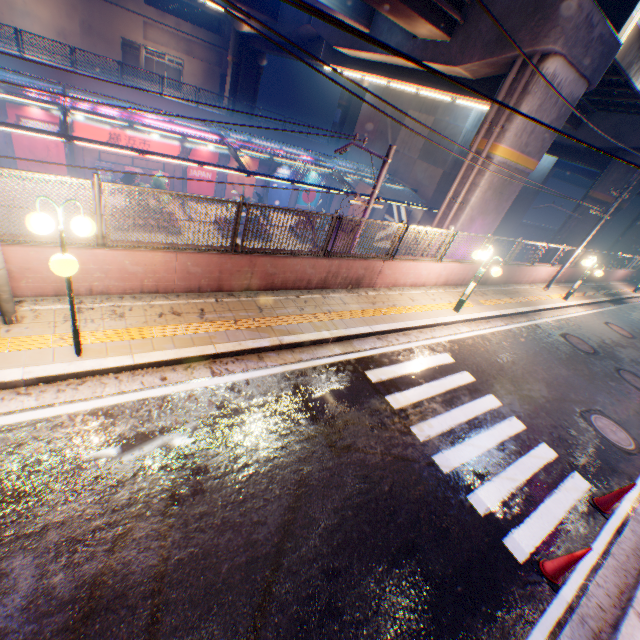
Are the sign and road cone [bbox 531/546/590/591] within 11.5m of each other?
no

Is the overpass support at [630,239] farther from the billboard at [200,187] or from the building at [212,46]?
the building at [212,46]

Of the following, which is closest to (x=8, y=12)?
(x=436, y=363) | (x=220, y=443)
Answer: (x=220, y=443)

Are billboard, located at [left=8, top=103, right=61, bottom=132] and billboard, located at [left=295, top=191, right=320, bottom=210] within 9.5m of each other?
no

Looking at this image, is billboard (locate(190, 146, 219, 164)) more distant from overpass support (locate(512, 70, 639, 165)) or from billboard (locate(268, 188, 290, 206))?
overpass support (locate(512, 70, 639, 165))

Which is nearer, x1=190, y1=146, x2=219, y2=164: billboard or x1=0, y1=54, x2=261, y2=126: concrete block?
x1=0, y1=54, x2=261, y2=126: concrete block

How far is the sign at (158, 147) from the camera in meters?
21.7

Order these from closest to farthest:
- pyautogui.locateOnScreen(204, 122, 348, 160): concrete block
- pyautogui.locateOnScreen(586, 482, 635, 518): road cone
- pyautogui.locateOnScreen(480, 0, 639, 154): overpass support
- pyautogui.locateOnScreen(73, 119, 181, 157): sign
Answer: pyautogui.locateOnScreen(586, 482, 635, 518): road cone
pyautogui.locateOnScreen(480, 0, 639, 154): overpass support
pyautogui.locateOnScreen(73, 119, 181, 157): sign
pyautogui.locateOnScreen(204, 122, 348, 160): concrete block
